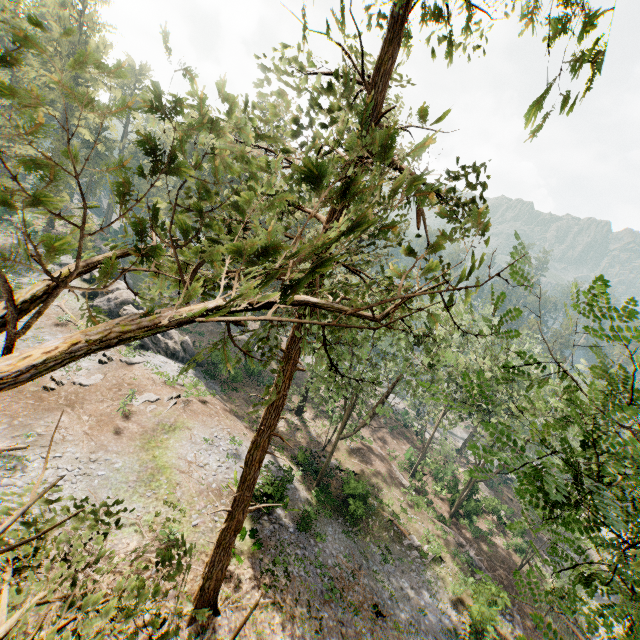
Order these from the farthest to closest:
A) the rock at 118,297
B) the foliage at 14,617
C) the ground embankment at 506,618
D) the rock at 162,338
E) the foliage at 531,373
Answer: the rock at 118,297 → the rock at 162,338 → the ground embankment at 506,618 → the foliage at 14,617 → the foliage at 531,373

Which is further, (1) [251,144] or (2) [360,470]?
(2) [360,470]

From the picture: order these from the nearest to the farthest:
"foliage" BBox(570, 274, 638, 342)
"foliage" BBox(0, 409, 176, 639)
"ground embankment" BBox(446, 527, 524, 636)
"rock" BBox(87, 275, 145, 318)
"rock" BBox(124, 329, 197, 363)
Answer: "foliage" BBox(0, 409, 176, 639) < "foliage" BBox(570, 274, 638, 342) < "ground embankment" BBox(446, 527, 524, 636) < "rock" BBox(124, 329, 197, 363) < "rock" BBox(87, 275, 145, 318)

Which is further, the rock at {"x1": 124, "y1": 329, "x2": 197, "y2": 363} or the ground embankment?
the rock at {"x1": 124, "y1": 329, "x2": 197, "y2": 363}

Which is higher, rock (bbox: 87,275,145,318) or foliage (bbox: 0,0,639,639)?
foliage (bbox: 0,0,639,639)

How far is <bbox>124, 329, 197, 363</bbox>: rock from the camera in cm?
3187

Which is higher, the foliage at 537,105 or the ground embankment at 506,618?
the foliage at 537,105
